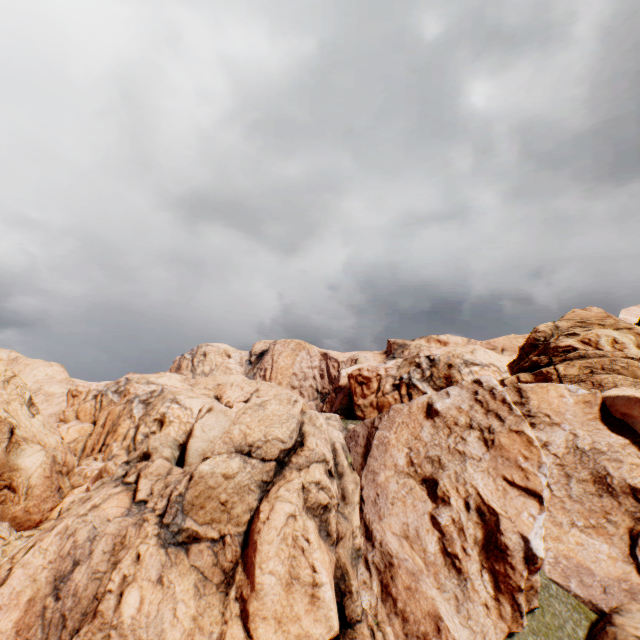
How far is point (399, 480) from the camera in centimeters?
965cm
